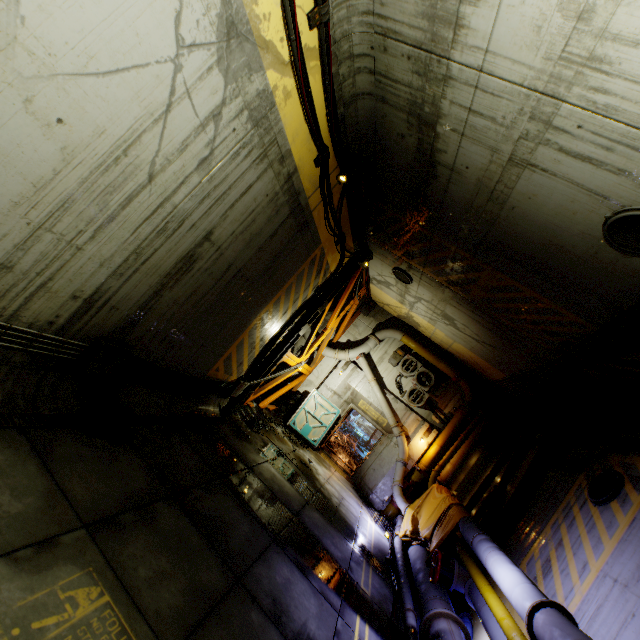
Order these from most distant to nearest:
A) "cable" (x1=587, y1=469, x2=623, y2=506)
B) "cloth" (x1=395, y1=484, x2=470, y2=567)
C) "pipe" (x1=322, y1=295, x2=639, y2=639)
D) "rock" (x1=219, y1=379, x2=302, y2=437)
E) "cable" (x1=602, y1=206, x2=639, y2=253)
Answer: "rock" (x1=219, y1=379, x2=302, y2=437), "cloth" (x1=395, y1=484, x2=470, y2=567), "cable" (x1=587, y1=469, x2=623, y2=506), "pipe" (x1=322, y1=295, x2=639, y2=639), "cable" (x1=602, y1=206, x2=639, y2=253)

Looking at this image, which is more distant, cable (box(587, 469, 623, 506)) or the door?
the door

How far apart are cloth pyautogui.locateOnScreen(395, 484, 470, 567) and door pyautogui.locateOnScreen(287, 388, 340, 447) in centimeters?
424cm

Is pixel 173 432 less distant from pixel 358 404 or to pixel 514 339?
pixel 514 339

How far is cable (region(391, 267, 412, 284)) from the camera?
10.7 meters

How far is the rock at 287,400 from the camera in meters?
9.6

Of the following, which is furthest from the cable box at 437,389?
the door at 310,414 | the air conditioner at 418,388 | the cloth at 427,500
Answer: the door at 310,414

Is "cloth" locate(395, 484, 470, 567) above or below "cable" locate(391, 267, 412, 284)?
below
